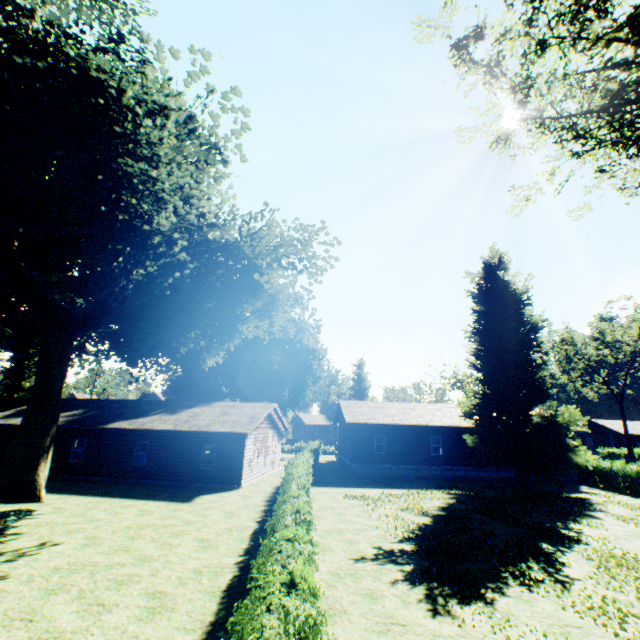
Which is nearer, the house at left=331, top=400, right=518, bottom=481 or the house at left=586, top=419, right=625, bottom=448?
the house at left=331, top=400, right=518, bottom=481

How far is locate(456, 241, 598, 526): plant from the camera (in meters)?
22.73

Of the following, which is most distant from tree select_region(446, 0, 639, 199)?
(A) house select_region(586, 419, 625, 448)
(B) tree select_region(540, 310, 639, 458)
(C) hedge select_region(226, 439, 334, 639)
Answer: (A) house select_region(586, 419, 625, 448)

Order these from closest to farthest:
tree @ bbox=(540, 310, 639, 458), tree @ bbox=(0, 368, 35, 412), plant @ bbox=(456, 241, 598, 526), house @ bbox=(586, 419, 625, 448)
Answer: plant @ bbox=(456, 241, 598, 526) < tree @ bbox=(0, 368, 35, 412) < tree @ bbox=(540, 310, 639, 458) < house @ bbox=(586, 419, 625, 448)

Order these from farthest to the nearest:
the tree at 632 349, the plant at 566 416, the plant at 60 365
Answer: the tree at 632 349
the plant at 566 416
the plant at 60 365

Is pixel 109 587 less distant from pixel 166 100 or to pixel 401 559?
pixel 401 559

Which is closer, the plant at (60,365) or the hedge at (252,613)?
the hedge at (252,613)
